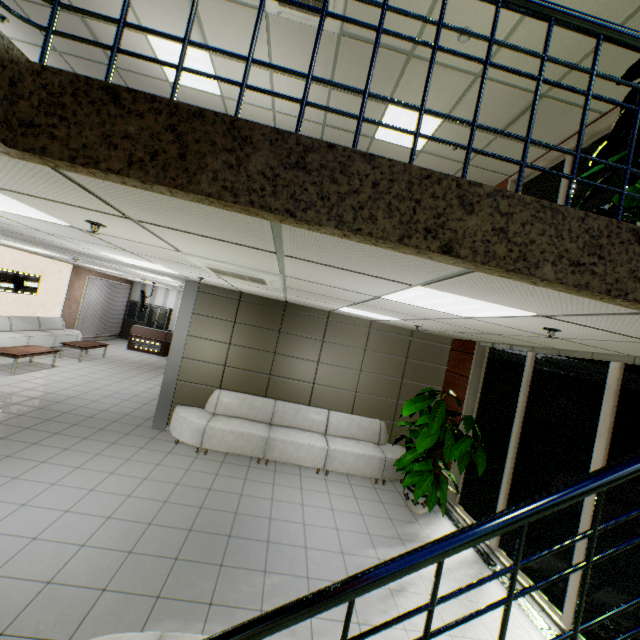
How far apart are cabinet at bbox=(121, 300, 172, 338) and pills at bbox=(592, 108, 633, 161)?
18.4 meters

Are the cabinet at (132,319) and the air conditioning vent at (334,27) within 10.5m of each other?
no

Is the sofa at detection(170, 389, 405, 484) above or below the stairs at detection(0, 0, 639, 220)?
below

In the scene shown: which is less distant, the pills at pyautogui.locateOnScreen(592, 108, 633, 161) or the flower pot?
the pills at pyautogui.locateOnScreen(592, 108, 633, 161)

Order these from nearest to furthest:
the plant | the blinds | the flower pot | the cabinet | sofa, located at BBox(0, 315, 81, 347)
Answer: the plant < the flower pot < sofa, located at BBox(0, 315, 81, 347) < the blinds < the cabinet

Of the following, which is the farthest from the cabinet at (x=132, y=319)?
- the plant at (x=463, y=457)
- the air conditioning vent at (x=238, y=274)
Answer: the plant at (x=463, y=457)

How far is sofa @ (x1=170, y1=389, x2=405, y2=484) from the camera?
6.21m

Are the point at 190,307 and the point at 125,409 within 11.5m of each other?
yes
